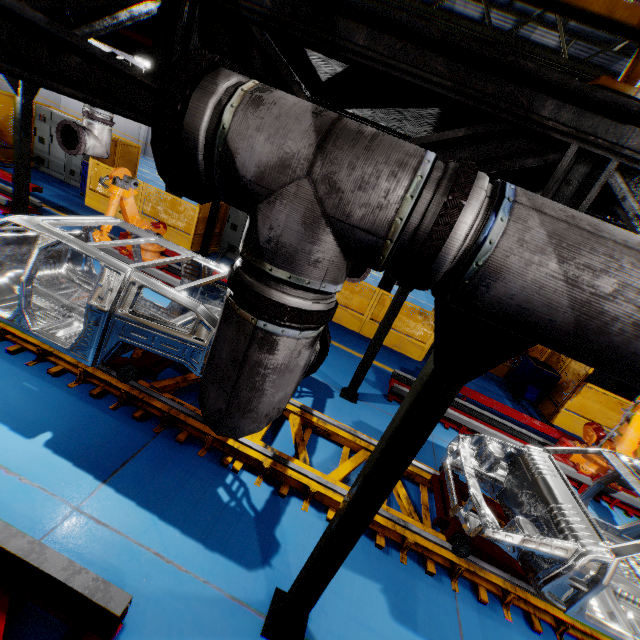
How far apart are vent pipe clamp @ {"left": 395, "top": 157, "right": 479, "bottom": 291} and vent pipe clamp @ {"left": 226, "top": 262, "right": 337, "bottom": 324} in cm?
31

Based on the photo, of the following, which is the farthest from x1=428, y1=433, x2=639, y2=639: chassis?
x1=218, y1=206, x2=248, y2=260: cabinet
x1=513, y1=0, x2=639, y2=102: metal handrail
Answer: x1=218, y1=206, x2=248, y2=260: cabinet

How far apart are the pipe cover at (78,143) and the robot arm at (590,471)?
11.23m

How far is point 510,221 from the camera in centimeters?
104cm

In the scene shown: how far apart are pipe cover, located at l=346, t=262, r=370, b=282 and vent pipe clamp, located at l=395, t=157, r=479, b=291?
3.83m

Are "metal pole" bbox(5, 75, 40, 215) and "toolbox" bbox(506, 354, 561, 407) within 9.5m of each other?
no

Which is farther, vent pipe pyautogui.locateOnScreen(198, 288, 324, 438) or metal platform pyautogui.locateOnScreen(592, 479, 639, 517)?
metal platform pyautogui.locateOnScreen(592, 479, 639, 517)

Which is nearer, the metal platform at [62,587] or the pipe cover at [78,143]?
the metal platform at [62,587]
